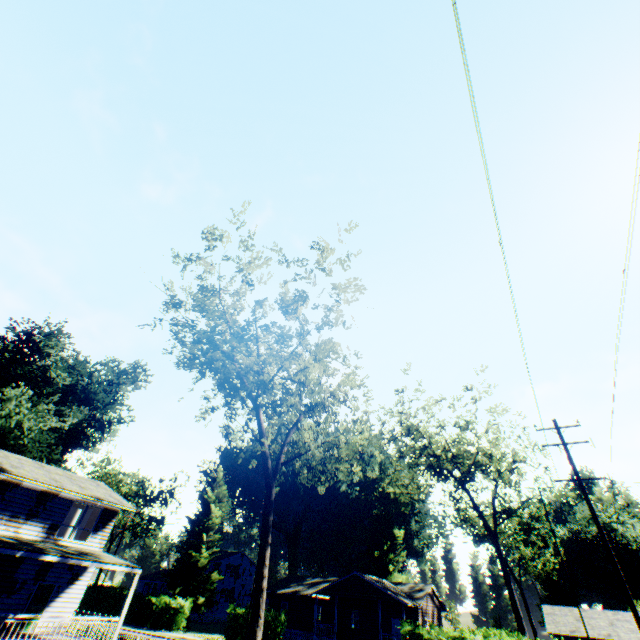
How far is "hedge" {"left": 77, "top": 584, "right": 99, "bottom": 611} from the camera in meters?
42.2

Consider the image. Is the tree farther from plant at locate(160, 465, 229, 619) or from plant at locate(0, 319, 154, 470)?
plant at locate(160, 465, 229, 619)

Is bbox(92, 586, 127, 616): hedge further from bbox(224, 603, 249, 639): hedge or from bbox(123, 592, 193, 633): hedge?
bbox(224, 603, 249, 639): hedge

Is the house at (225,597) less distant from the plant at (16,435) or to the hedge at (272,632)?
the plant at (16,435)

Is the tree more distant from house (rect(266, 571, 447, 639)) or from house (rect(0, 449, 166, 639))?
house (rect(266, 571, 447, 639))

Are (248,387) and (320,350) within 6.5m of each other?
yes

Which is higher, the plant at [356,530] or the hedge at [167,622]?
the plant at [356,530]

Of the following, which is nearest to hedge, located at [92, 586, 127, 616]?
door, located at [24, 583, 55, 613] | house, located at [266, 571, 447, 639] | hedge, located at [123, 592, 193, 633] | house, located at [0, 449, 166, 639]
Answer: hedge, located at [123, 592, 193, 633]
